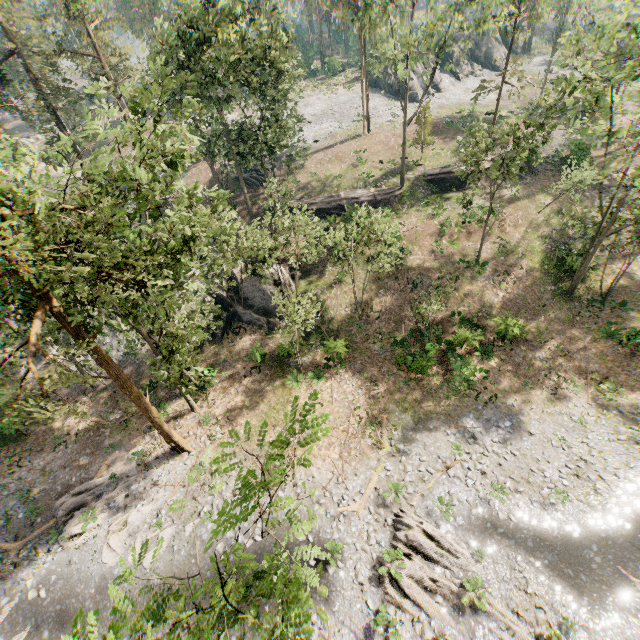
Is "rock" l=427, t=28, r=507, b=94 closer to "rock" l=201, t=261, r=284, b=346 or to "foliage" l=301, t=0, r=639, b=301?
"foliage" l=301, t=0, r=639, b=301

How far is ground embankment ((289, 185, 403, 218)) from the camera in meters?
33.8

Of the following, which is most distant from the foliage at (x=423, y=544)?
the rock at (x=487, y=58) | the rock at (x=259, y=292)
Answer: the rock at (x=259, y=292)

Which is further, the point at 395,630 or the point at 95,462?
the point at 95,462

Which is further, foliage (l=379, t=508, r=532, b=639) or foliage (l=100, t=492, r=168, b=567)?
foliage (l=100, t=492, r=168, b=567)

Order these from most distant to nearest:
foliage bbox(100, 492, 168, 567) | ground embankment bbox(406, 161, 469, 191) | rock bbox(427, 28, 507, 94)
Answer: rock bbox(427, 28, 507, 94) → ground embankment bbox(406, 161, 469, 191) → foliage bbox(100, 492, 168, 567)

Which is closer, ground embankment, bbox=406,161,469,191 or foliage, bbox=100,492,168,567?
foliage, bbox=100,492,168,567

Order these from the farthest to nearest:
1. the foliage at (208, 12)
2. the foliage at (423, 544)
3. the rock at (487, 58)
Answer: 1. the rock at (487, 58)
2. the foliage at (423, 544)
3. the foliage at (208, 12)
